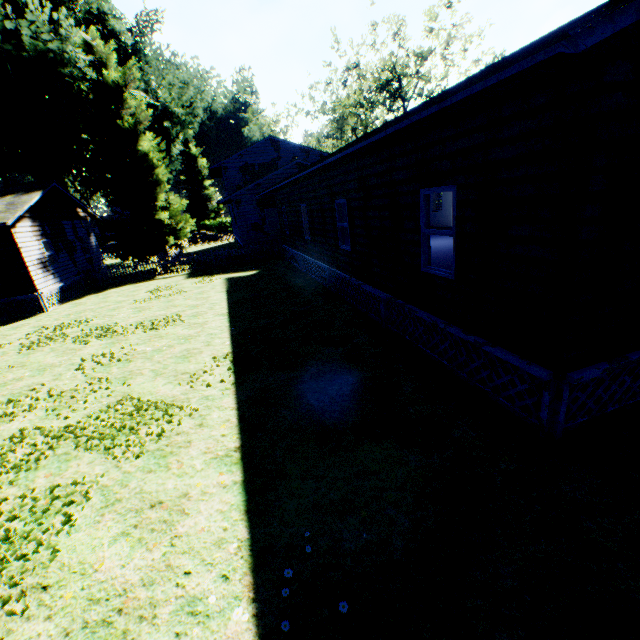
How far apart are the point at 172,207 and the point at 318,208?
18.2m

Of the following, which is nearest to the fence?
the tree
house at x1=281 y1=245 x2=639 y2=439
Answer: the tree

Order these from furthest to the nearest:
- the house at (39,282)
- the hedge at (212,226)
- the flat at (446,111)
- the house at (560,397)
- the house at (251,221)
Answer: the hedge at (212,226) → the house at (251,221) → the house at (39,282) → the house at (560,397) → the flat at (446,111)

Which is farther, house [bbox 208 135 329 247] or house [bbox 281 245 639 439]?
house [bbox 208 135 329 247]

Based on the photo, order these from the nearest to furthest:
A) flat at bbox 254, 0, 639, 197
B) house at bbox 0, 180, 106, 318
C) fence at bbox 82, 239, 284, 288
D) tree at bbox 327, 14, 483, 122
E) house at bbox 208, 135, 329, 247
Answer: flat at bbox 254, 0, 639, 197, house at bbox 0, 180, 106, 318, fence at bbox 82, 239, 284, 288, house at bbox 208, 135, 329, 247, tree at bbox 327, 14, 483, 122

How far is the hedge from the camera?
57.7m

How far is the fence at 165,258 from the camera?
21.7 meters

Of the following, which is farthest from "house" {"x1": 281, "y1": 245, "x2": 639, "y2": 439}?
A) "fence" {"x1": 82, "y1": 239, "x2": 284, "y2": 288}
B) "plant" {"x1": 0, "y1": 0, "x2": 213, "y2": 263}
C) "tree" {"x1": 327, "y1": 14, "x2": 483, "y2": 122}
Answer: "tree" {"x1": 327, "y1": 14, "x2": 483, "y2": 122}
